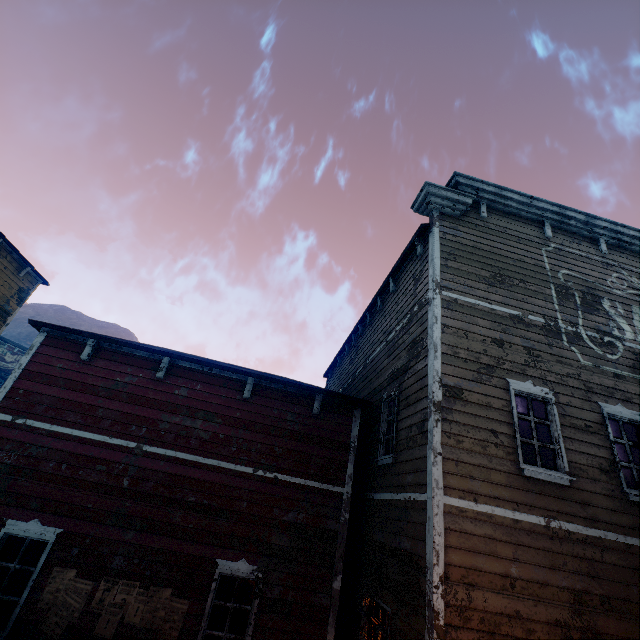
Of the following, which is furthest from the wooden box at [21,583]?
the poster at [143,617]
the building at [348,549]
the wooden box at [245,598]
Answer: the wooden box at [245,598]

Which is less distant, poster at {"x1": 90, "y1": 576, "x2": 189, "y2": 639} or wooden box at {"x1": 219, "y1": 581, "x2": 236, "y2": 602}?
poster at {"x1": 90, "y1": 576, "x2": 189, "y2": 639}

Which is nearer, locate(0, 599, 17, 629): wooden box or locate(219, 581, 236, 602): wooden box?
locate(0, 599, 17, 629): wooden box

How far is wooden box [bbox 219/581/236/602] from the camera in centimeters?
693cm

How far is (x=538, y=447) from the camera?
13.97m

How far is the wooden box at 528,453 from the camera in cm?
620

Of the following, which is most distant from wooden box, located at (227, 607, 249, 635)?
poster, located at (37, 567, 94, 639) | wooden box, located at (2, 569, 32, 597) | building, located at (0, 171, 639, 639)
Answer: wooden box, located at (2, 569, 32, 597)
